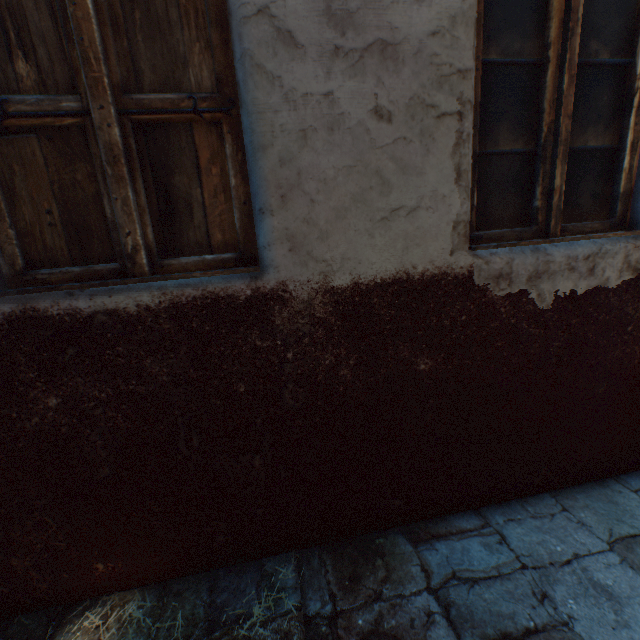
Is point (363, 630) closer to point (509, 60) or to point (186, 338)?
point (186, 338)
